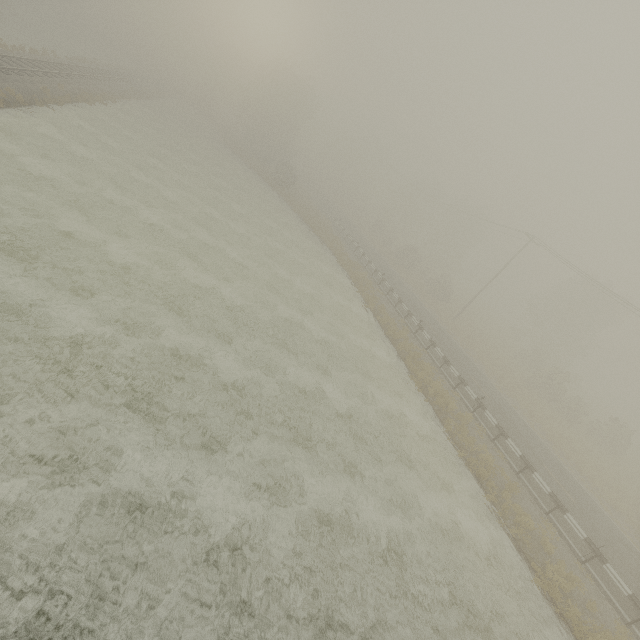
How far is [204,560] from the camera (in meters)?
7.13
